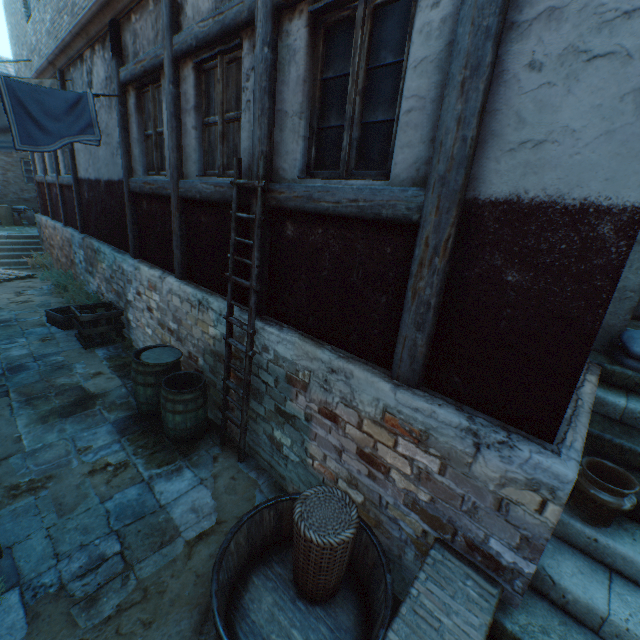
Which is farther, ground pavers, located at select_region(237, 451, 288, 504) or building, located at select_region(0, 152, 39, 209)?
building, located at select_region(0, 152, 39, 209)

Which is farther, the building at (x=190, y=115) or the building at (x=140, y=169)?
the building at (x=140, y=169)

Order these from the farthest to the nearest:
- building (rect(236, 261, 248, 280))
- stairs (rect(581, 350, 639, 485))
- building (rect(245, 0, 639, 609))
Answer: building (rect(236, 261, 248, 280)) < stairs (rect(581, 350, 639, 485)) < building (rect(245, 0, 639, 609))

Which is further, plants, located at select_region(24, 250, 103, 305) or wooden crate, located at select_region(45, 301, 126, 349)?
plants, located at select_region(24, 250, 103, 305)

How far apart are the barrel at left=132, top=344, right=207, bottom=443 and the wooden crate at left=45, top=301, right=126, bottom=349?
3.4 meters

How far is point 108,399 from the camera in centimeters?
516cm

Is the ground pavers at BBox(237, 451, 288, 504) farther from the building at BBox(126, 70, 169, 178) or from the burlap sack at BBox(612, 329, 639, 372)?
the burlap sack at BBox(612, 329, 639, 372)

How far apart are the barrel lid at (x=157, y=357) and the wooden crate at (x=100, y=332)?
2.88m
